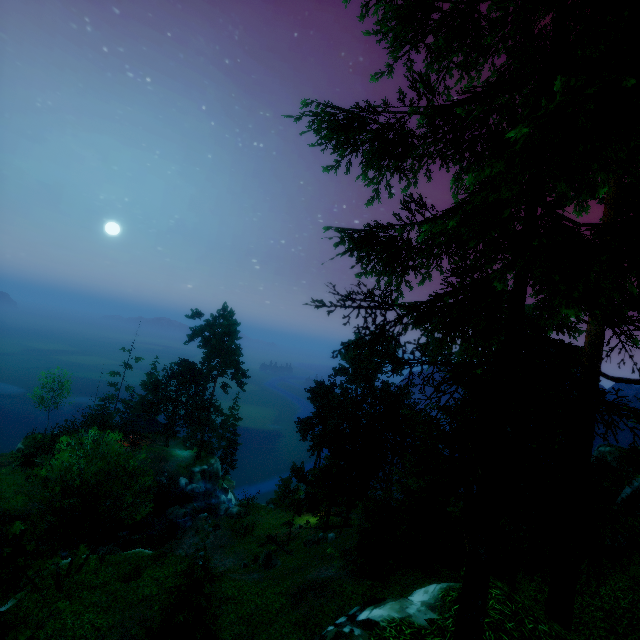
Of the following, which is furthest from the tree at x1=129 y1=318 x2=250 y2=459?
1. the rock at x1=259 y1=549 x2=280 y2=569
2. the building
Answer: the rock at x1=259 y1=549 x2=280 y2=569

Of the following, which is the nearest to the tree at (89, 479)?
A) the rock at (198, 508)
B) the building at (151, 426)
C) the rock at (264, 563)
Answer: the building at (151, 426)

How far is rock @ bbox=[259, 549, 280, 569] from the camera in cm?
2716

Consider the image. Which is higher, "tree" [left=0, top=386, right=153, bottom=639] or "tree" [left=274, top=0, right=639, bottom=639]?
"tree" [left=274, top=0, right=639, bottom=639]

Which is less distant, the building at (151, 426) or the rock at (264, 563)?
the rock at (264, 563)

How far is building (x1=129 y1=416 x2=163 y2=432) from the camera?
52.19m

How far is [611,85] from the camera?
2.8 meters

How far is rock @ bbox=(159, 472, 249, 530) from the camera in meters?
38.3
